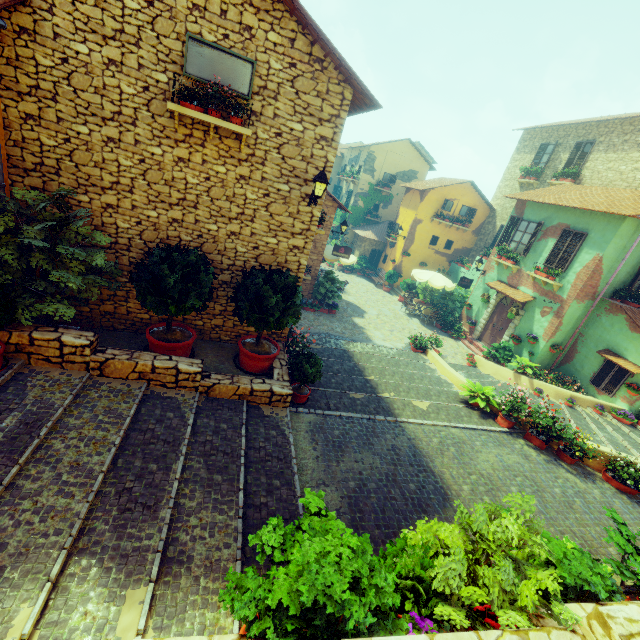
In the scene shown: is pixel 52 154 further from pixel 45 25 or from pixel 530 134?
pixel 530 134

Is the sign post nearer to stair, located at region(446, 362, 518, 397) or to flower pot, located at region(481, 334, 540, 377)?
stair, located at region(446, 362, 518, 397)

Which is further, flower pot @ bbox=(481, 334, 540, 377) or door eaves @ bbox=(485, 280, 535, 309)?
door eaves @ bbox=(485, 280, 535, 309)

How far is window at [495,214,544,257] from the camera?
14.9 meters

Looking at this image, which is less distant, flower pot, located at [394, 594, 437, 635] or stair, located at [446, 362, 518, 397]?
flower pot, located at [394, 594, 437, 635]

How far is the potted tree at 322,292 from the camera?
15.2m

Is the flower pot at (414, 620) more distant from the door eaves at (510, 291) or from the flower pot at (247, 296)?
the door eaves at (510, 291)

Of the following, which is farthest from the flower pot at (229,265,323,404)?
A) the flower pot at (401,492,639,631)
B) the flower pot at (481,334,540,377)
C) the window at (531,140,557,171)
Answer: the window at (531,140,557,171)
